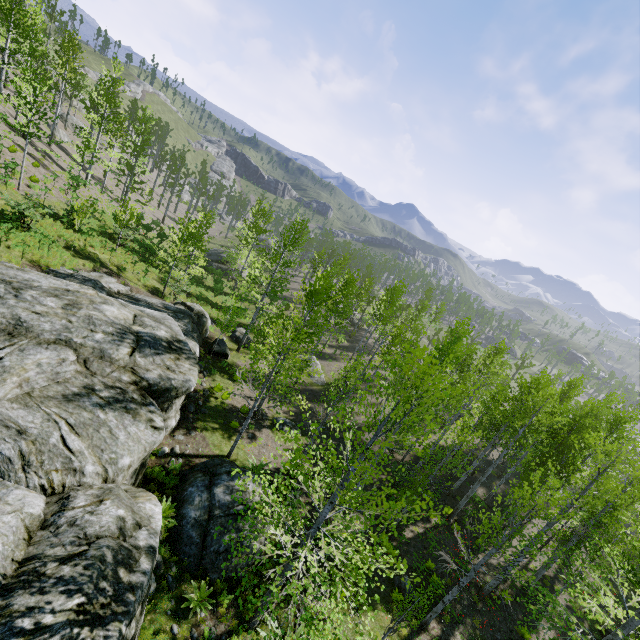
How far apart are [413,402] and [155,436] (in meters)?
7.96

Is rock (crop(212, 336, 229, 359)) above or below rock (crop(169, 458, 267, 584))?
below

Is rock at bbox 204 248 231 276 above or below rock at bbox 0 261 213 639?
below

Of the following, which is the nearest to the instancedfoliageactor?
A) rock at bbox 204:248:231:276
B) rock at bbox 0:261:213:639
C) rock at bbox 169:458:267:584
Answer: rock at bbox 0:261:213:639

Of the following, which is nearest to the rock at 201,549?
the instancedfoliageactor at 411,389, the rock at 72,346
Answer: the rock at 72,346

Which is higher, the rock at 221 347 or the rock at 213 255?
the rock at 221 347

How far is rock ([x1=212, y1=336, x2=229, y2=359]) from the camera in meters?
21.3
